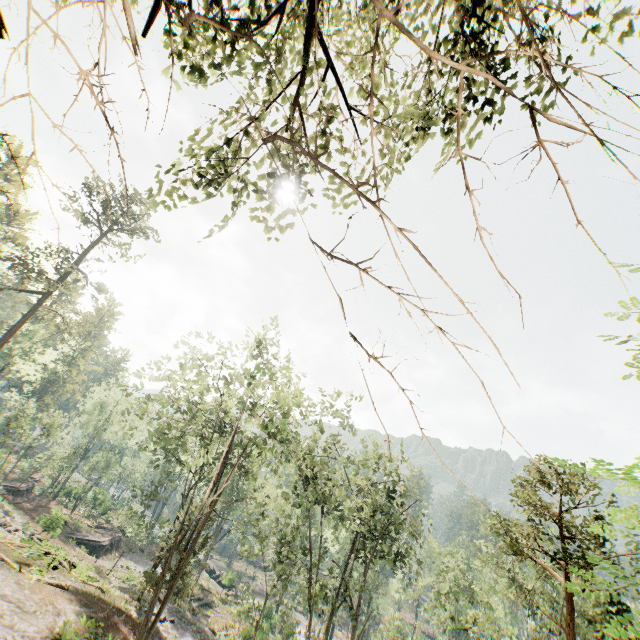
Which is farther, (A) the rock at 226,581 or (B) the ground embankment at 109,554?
(A) the rock at 226,581

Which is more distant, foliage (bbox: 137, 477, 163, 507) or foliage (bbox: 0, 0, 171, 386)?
foliage (bbox: 137, 477, 163, 507)

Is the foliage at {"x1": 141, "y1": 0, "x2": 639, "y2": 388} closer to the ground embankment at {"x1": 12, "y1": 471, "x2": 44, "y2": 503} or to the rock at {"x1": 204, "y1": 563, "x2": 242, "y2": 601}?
the rock at {"x1": 204, "y1": 563, "x2": 242, "y2": 601}

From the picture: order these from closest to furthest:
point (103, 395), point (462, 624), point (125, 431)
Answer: point (462, 624) < point (103, 395) < point (125, 431)

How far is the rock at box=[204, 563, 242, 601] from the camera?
46.41m

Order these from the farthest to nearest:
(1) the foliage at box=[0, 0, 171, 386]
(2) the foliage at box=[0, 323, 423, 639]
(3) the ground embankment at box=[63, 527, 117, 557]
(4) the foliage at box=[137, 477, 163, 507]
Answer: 1. (3) the ground embankment at box=[63, 527, 117, 557]
2. (4) the foliage at box=[137, 477, 163, 507]
3. (2) the foliage at box=[0, 323, 423, 639]
4. (1) the foliage at box=[0, 0, 171, 386]

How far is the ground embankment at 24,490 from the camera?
41.56m

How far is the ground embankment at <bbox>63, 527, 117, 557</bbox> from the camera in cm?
3931
